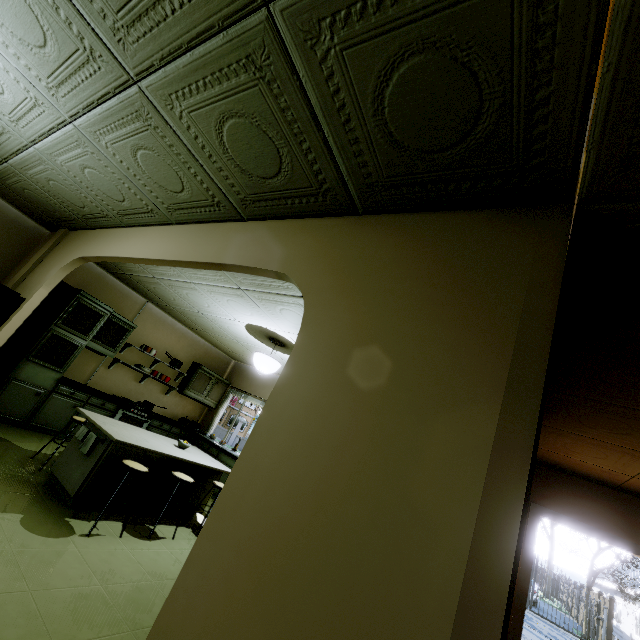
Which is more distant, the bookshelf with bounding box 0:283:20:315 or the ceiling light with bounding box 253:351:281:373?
the ceiling light with bounding box 253:351:281:373

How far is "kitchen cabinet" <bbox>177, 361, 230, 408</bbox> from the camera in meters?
7.5 m

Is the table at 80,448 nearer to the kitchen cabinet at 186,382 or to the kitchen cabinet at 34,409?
the kitchen cabinet at 34,409

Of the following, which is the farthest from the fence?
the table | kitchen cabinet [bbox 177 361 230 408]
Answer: the table

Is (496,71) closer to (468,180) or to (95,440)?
(468,180)

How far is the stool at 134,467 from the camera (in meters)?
3.16

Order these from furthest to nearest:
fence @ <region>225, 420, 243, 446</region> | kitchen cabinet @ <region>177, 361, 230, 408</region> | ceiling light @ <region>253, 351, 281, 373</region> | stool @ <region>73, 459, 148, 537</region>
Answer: fence @ <region>225, 420, 243, 446</region>, kitchen cabinet @ <region>177, 361, 230, 408</region>, ceiling light @ <region>253, 351, 281, 373</region>, stool @ <region>73, 459, 148, 537</region>

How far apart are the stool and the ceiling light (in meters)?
1.89
